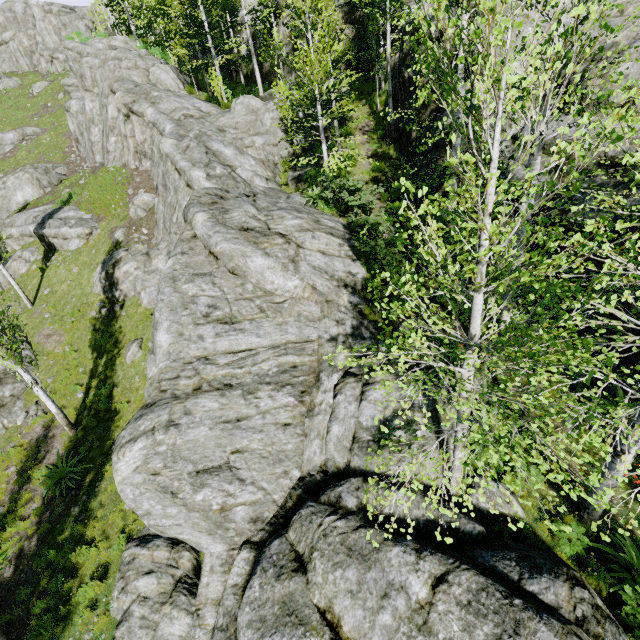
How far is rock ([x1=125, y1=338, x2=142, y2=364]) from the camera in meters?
14.7 m

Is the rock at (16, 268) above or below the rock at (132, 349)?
above

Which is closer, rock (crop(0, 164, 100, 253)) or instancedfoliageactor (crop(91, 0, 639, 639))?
instancedfoliageactor (crop(91, 0, 639, 639))

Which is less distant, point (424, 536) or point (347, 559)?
point (347, 559)

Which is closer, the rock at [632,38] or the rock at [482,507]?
the rock at [482,507]
